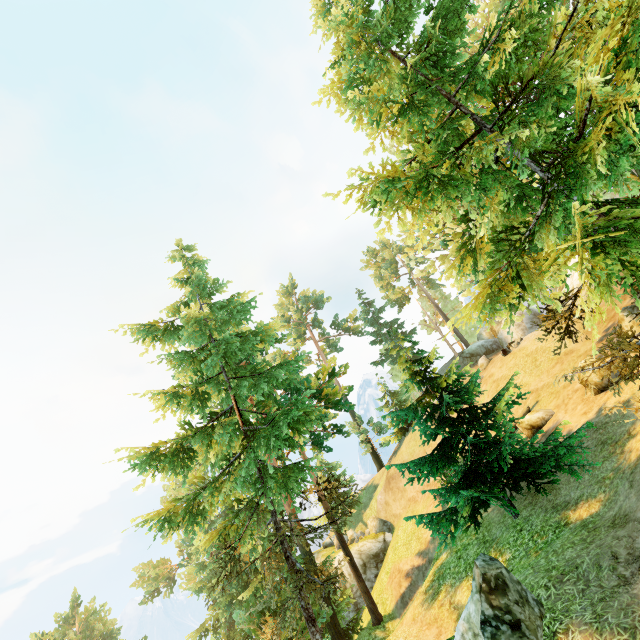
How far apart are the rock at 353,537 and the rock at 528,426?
22.6m

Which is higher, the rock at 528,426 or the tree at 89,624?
the tree at 89,624

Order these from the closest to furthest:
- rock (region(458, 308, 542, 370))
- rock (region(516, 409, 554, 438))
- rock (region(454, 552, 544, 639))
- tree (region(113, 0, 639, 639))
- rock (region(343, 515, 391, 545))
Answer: tree (region(113, 0, 639, 639)) < rock (region(454, 552, 544, 639)) < rock (region(516, 409, 554, 438)) < rock (region(458, 308, 542, 370)) < rock (region(343, 515, 391, 545))

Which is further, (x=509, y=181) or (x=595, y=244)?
(x=509, y=181)

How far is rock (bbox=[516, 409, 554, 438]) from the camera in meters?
16.4

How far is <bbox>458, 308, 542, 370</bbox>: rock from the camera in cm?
3130

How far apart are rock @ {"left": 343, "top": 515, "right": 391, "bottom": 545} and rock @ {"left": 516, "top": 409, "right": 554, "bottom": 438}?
22.6m

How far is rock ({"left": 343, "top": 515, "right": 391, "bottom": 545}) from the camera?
33.7 meters
